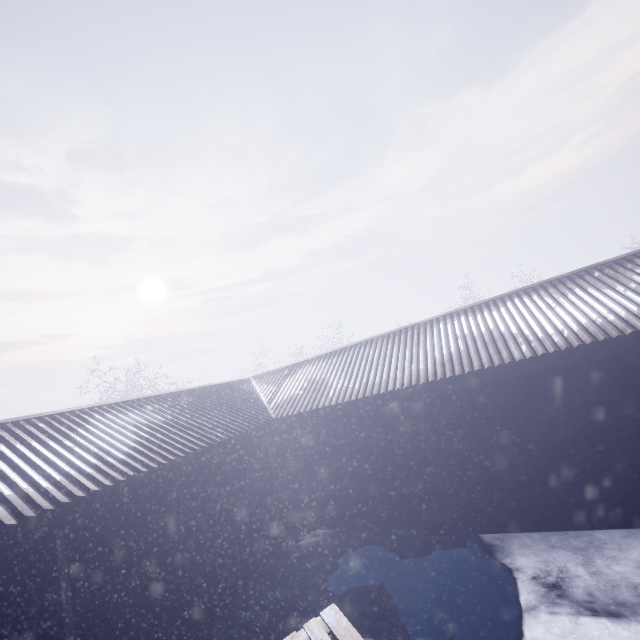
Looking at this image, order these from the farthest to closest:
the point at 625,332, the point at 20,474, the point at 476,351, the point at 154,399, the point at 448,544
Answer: the point at 154,399, the point at 476,351, the point at 448,544, the point at 625,332, the point at 20,474
